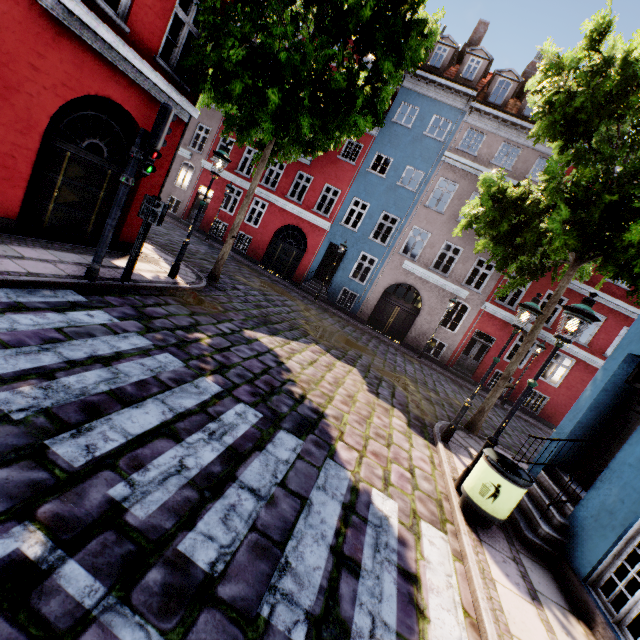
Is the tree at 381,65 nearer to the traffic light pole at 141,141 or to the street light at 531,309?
the traffic light pole at 141,141

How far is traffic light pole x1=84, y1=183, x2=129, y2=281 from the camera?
5.9m

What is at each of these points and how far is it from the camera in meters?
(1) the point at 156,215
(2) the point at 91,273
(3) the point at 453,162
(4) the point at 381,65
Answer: (1) sign, 6.6
(2) traffic light pole, 6.1
(3) building, 17.9
(4) tree, 8.0

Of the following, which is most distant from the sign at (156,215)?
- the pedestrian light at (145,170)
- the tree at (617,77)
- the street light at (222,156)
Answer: the tree at (617,77)

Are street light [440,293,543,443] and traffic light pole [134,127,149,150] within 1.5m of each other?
no

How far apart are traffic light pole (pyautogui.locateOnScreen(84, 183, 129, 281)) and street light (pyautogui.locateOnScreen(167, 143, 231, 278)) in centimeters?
268cm

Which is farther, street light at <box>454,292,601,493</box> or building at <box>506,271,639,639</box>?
street light at <box>454,292,601,493</box>

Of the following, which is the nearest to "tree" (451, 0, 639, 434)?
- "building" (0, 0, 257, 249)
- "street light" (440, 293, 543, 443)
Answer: "building" (0, 0, 257, 249)
